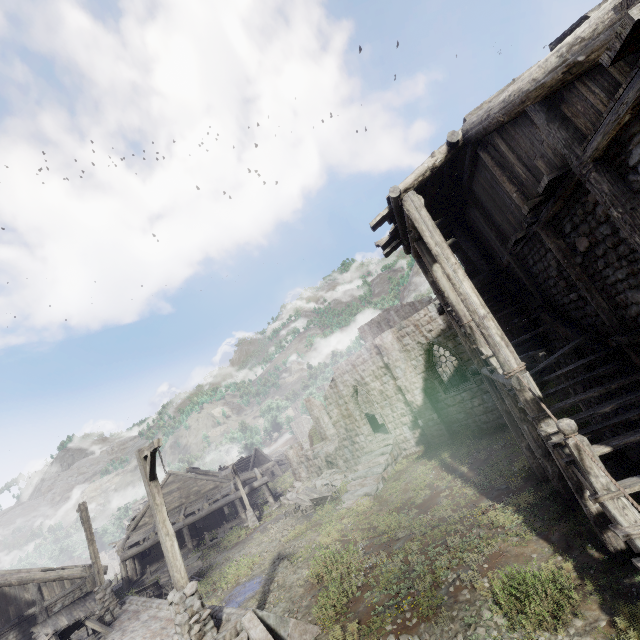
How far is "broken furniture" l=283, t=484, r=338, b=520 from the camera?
20.2m

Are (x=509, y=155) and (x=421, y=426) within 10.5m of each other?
no

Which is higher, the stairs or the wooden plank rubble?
the wooden plank rubble

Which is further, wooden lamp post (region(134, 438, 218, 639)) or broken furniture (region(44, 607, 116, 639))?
broken furniture (region(44, 607, 116, 639))

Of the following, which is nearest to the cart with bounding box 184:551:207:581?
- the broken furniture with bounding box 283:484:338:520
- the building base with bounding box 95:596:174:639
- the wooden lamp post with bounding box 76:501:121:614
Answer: the building base with bounding box 95:596:174:639

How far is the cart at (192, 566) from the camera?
17.4 meters

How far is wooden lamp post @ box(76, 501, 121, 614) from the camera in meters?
13.7 m

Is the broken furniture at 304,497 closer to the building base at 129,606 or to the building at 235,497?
the building at 235,497
